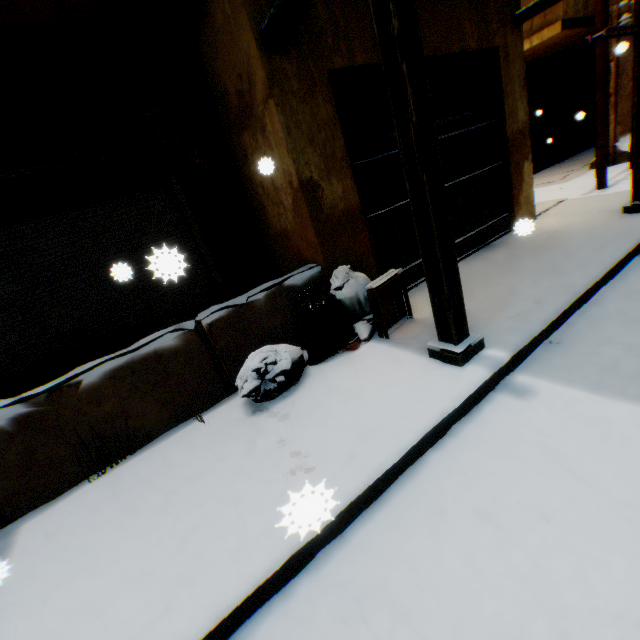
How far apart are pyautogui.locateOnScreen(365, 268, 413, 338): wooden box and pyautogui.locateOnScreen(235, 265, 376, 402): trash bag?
0.1m

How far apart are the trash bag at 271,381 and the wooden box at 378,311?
0.1m

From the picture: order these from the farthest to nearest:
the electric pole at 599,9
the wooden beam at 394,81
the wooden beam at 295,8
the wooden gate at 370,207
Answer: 1. the electric pole at 599,9
2. the wooden gate at 370,207
3. the wooden beam at 295,8
4. the wooden beam at 394,81

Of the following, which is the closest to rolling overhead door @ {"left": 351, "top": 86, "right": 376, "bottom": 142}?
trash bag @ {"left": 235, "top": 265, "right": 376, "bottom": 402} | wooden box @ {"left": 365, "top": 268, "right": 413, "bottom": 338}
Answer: trash bag @ {"left": 235, "top": 265, "right": 376, "bottom": 402}

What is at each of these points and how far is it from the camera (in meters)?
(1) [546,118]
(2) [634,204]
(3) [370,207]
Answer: (1) rolling overhead door, 11.93
(2) wooden beam, 4.74
(3) wooden gate, 4.12

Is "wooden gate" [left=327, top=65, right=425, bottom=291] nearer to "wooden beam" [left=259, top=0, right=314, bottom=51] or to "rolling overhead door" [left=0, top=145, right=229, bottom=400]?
"rolling overhead door" [left=0, top=145, right=229, bottom=400]

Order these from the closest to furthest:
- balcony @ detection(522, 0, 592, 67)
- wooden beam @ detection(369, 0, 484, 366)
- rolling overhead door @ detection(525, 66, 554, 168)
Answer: wooden beam @ detection(369, 0, 484, 366) → balcony @ detection(522, 0, 592, 67) → rolling overhead door @ detection(525, 66, 554, 168)

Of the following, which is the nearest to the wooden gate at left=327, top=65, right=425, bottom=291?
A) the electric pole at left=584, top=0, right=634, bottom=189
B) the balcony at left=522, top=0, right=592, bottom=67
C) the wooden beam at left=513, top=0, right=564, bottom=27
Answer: the wooden beam at left=513, top=0, right=564, bottom=27
